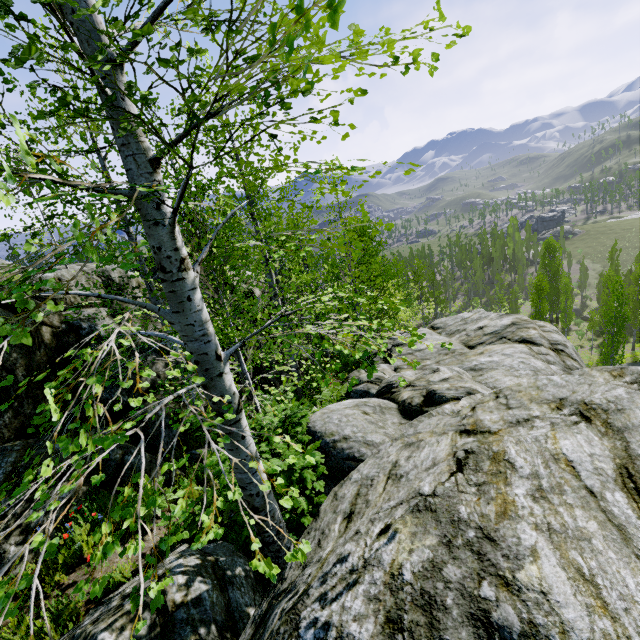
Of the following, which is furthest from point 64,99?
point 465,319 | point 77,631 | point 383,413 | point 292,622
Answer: point 465,319

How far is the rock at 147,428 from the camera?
7.6 meters

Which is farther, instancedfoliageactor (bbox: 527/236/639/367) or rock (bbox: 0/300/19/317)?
instancedfoliageactor (bbox: 527/236/639/367)

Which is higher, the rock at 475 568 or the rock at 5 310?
the rock at 5 310

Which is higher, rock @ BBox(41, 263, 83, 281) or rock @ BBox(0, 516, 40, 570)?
rock @ BBox(41, 263, 83, 281)

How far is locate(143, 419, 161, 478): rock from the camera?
6.7 meters

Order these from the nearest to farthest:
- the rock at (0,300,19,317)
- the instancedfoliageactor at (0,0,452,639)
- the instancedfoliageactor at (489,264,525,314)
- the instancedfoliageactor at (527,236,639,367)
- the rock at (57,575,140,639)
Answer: the instancedfoliageactor at (0,0,452,639), the rock at (57,575,140,639), the rock at (0,300,19,317), the instancedfoliageactor at (527,236,639,367), the instancedfoliageactor at (489,264,525,314)
